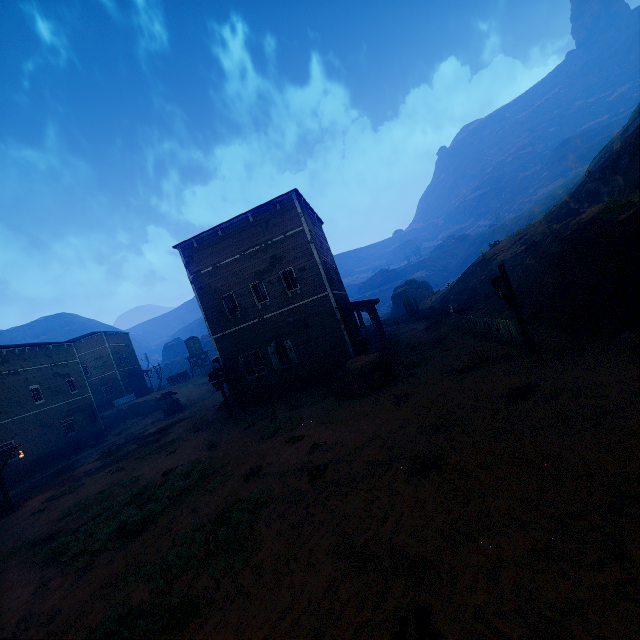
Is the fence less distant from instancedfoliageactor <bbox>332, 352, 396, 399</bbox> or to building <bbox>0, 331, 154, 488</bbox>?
building <bbox>0, 331, 154, 488</bbox>

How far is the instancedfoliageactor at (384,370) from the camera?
13.5m

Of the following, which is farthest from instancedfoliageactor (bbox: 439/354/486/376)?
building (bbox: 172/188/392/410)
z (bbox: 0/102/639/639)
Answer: building (bbox: 172/188/392/410)

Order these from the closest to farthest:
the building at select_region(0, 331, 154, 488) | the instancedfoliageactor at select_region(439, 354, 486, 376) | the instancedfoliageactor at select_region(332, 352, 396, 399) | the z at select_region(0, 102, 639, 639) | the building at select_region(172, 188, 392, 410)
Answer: the z at select_region(0, 102, 639, 639) < the instancedfoliageactor at select_region(439, 354, 486, 376) < the instancedfoliageactor at select_region(332, 352, 396, 399) < the building at select_region(172, 188, 392, 410) < the building at select_region(0, 331, 154, 488)

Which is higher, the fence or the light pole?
the light pole

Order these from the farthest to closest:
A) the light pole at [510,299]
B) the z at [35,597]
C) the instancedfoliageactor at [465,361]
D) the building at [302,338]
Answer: the building at [302,338]
the instancedfoliageactor at [465,361]
the light pole at [510,299]
the z at [35,597]

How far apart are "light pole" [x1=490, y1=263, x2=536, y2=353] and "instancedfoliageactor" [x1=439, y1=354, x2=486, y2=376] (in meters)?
1.53

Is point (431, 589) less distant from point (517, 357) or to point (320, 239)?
point (517, 357)
